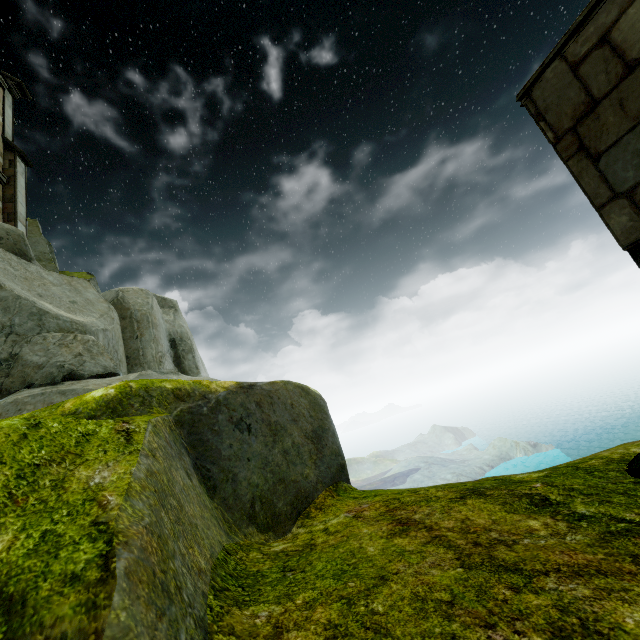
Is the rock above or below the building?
below

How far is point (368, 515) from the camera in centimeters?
201cm

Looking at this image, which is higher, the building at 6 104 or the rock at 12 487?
the building at 6 104

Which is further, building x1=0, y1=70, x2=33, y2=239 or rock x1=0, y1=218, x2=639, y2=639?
building x1=0, y1=70, x2=33, y2=239

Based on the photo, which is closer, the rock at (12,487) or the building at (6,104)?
the rock at (12,487)
